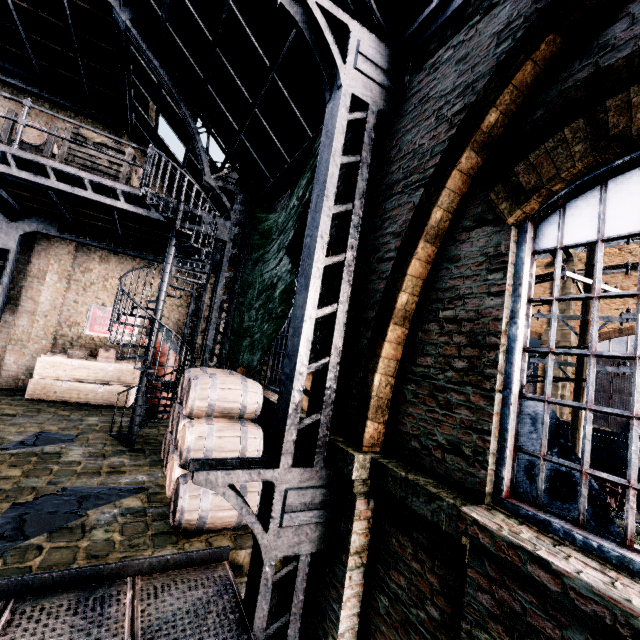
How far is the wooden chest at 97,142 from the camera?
8.0m

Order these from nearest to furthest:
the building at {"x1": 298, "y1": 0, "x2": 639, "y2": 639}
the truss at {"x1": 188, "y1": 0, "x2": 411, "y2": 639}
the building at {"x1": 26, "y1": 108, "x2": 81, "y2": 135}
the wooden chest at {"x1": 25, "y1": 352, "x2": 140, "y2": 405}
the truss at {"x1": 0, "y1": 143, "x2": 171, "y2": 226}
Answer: the building at {"x1": 298, "y1": 0, "x2": 639, "y2": 639} → the truss at {"x1": 188, "y1": 0, "x2": 411, "y2": 639} → the truss at {"x1": 0, "y1": 143, "x2": 171, "y2": 226} → the wooden chest at {"x1": 25, "y1": 352, "x2": 140, "y2": 405} → the building at {"x1": 26, "y1": 108, "x2": 81, "y2": 135}

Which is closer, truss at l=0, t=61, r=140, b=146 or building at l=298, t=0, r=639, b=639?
building at l=298, t=0, r=639, b=639

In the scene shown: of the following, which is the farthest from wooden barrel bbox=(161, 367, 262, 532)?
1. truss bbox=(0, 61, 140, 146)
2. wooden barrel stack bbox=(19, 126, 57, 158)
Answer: truss bbox=(0, 61, 140, 146)

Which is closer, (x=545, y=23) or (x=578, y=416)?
(x=545, y=23)

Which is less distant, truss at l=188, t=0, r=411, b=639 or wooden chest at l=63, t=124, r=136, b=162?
truss at l=188, t=0, r=411, b=639

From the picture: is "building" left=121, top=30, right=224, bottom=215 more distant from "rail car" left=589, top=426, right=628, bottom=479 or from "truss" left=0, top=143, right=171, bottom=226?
"rail car" left=589, top=426, right=628, bottom=479

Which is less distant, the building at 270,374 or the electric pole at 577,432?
the building at 270,374
